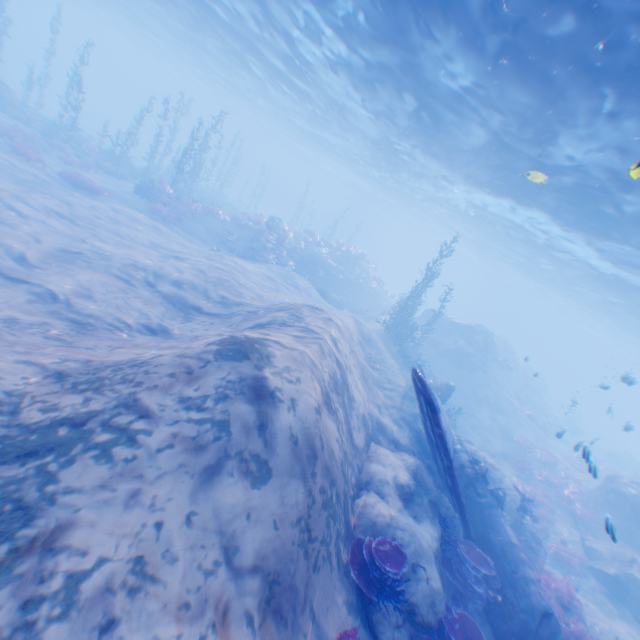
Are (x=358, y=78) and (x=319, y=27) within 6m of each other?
yes

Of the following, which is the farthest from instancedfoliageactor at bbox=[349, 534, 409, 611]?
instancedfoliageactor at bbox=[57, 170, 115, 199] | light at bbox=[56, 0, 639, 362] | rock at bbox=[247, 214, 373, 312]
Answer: instancedfoliageactor at bbox=[57, 170, 115, 199]

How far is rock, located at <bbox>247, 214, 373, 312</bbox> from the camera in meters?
25.4

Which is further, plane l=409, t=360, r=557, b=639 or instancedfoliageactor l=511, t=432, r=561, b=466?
instancedfoliageactor l=511, t=432, r=561, b=466

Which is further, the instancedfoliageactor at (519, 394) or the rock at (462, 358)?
the rock at (462, 358)

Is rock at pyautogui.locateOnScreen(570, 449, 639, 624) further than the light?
Yes

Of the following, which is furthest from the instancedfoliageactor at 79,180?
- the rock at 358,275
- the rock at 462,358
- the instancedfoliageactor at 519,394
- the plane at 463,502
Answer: the instancedfoliageactor at 519,394

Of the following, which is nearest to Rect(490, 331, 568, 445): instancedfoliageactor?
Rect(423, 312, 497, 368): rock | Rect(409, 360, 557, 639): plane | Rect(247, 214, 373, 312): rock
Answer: Rect(423, 312, 497, 368): rock
